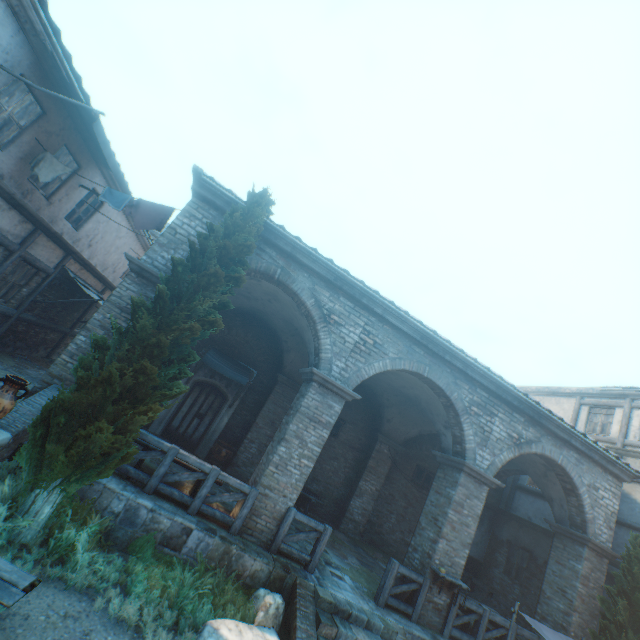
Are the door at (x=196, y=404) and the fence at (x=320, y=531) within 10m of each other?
yes

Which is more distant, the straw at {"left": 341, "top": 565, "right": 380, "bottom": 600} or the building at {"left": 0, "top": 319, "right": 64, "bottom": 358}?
the building at {"left": 0, "top": 319, "right": 64, "bottom": 358}

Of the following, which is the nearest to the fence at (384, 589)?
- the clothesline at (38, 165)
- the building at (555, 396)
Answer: the building at (555, 396)

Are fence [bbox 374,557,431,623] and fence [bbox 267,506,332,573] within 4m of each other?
yes

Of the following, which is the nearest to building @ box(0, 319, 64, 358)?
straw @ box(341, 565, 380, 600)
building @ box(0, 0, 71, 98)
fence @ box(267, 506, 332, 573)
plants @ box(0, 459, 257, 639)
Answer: straw @ box(341, 565, 380, 600)

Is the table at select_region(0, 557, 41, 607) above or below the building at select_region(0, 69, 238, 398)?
below

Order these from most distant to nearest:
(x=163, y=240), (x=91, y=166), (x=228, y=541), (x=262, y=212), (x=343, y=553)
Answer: (x=343, y=553) → (x=91, y=166) → (x=163, y=240) → (x=262, y=212) → (x=228, y=541)

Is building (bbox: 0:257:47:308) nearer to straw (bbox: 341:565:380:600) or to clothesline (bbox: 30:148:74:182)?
straw (bbox: 341:565:380:600)
